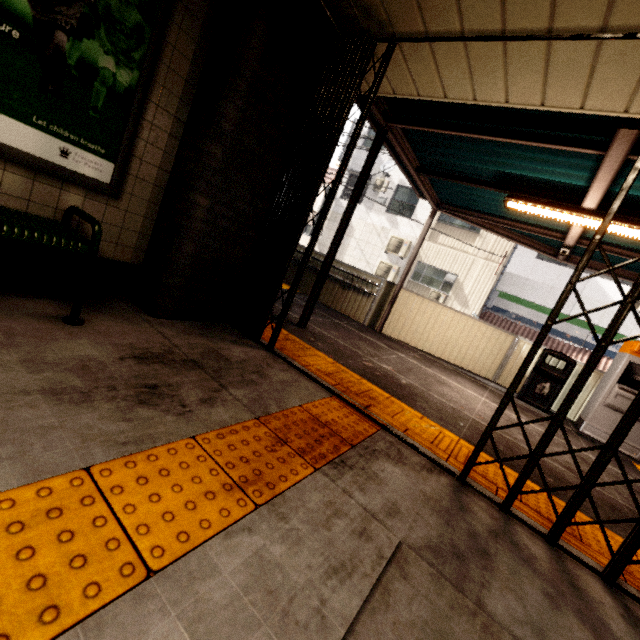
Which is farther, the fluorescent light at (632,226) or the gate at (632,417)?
the fluorescent light at (632,226)

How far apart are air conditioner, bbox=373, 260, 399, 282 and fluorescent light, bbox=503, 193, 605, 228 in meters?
11.0 m

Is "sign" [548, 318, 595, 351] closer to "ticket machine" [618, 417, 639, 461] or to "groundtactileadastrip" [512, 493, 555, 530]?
"ticket machine" [618, 417, 639, 461]

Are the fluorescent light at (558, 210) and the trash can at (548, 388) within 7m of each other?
yes

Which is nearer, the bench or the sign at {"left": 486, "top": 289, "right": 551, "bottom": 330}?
the bench

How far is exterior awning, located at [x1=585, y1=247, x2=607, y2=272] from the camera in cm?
618

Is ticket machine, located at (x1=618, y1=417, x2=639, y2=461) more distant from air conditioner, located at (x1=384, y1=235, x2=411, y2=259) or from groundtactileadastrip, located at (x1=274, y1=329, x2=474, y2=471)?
air conditioner, located at (x1=384, y1=235, x2=411, y2=259)

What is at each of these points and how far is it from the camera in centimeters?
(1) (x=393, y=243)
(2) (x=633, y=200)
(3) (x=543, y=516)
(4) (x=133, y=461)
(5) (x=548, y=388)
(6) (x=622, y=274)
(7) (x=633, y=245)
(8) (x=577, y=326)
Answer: (1) air conditioner, 1600cm
(2) exterior awning, 392cm
(3) groundtactileadastrip, 227cm
(4) groundtactileadastrip, 131cm
(5) trash can, 632cm
(6) exterior awning, 631cm
(7) exterior awning, 512cm
(8) sign, 1315cm
